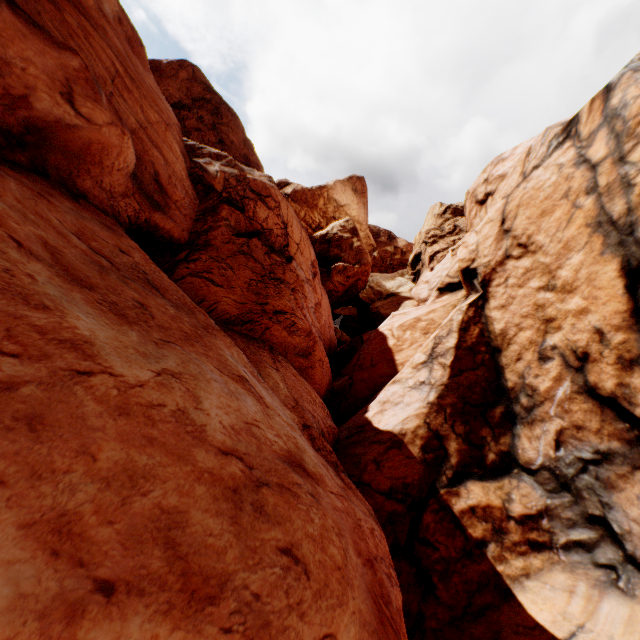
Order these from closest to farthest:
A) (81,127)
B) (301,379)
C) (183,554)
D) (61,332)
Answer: (183,554) < (61,332) < (81,127) < (301,379)
